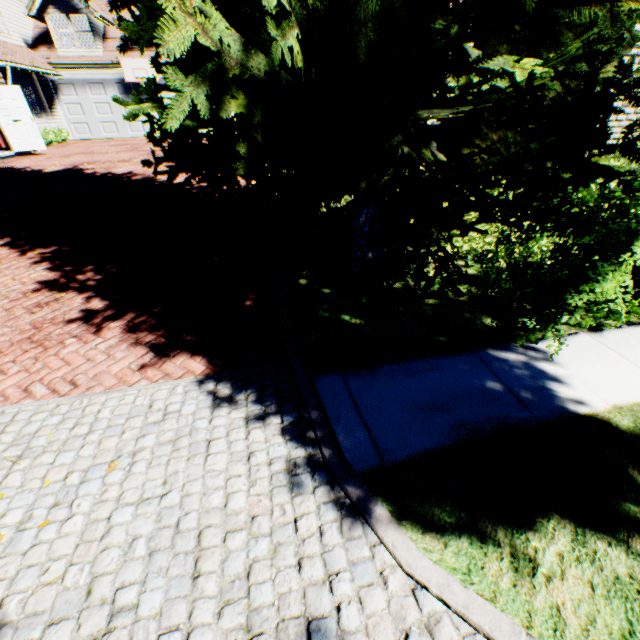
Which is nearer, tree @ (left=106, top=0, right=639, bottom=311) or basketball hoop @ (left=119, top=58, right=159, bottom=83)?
tree @ (left=106, top=0, right=639, bottom=311)

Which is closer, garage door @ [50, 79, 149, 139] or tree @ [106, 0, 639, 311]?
tree @ [106, 0, 639, 311]

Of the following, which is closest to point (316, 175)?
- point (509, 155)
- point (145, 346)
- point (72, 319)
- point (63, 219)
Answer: point (509, 155)

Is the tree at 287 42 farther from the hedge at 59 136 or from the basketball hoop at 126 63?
the basketball hoop at 126 63

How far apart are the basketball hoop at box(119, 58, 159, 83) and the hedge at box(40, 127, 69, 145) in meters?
4.4 m

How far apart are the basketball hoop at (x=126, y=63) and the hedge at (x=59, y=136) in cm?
443

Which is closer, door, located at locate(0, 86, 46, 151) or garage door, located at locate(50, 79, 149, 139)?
door, located at locate(0, 86, 46, 151)

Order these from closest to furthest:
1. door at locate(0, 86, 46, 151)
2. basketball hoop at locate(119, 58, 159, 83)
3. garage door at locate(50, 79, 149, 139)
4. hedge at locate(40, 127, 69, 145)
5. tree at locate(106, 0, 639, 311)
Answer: tree at locate(106, 0, 639, 311), door at locate(0, 86, 46, 151), hedge at locate(40, 127, 69, 145), basketball hoop at locate(119, 58, 159, 83), garage door at locate(50, 79, 149, 139)
